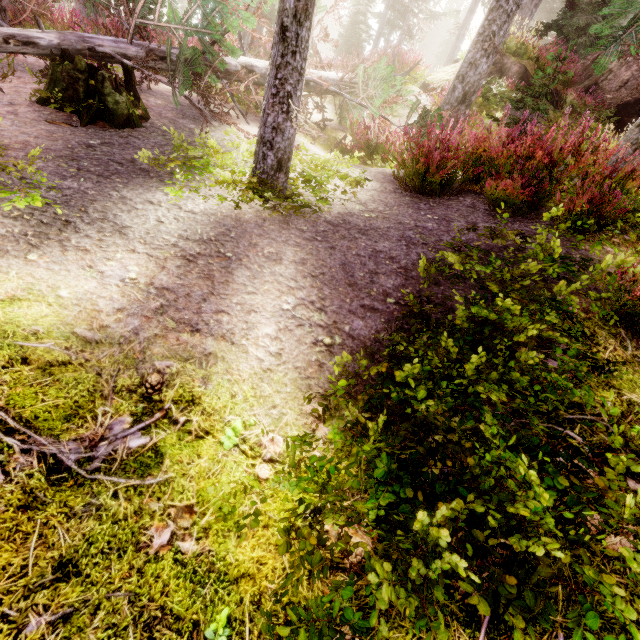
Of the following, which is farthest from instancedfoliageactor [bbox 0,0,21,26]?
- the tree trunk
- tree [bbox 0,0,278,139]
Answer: the tree trunk

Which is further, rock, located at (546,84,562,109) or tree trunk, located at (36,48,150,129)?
rock, located at (546,84,562,109)

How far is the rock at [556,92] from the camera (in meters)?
11.46

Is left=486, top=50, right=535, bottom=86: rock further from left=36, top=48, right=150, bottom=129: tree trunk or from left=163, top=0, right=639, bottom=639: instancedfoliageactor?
left=36, top=48, right=150, bottom=129: tree trunk

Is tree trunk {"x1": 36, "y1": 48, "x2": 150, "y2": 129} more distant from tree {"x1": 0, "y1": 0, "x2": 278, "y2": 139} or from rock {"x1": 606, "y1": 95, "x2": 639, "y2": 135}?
rock {"x1": 606, "y1": 95, "x2": 639, "y2": 135}

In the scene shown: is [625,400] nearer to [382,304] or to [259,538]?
[382,304]

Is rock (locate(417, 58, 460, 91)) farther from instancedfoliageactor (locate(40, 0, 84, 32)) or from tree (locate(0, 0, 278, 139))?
tree (locate(0, 0, 278, 139))

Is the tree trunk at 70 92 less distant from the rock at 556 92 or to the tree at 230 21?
the tree at 230 21
